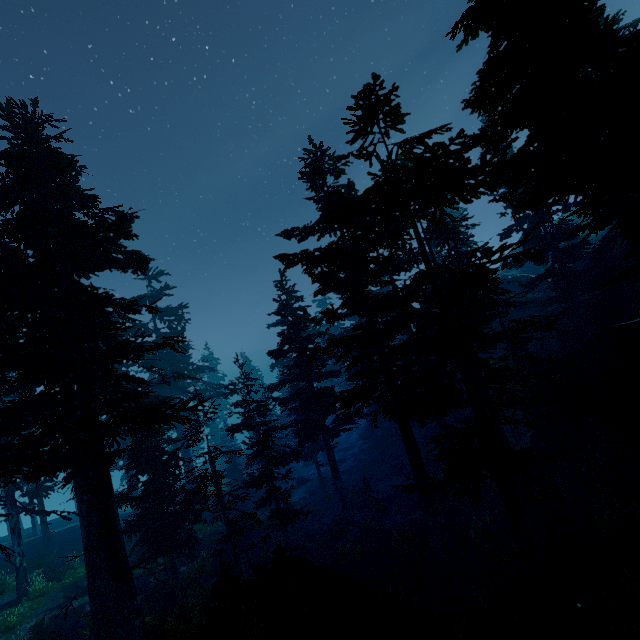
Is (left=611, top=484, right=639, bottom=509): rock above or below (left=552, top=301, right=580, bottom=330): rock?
below

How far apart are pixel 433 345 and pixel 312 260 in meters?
10.3

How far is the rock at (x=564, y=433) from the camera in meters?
18.3 m

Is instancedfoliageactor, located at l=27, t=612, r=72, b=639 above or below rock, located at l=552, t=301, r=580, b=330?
below

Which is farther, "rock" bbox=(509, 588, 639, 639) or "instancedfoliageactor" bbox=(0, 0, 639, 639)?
"instancedfoliageactor" bbox=(0, 0, 639, 639)

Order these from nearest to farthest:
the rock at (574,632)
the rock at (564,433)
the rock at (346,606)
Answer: the rock at (574,632) → the rock at (346,606) → the rock at (564,433)

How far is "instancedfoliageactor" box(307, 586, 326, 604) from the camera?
8.5 meters
